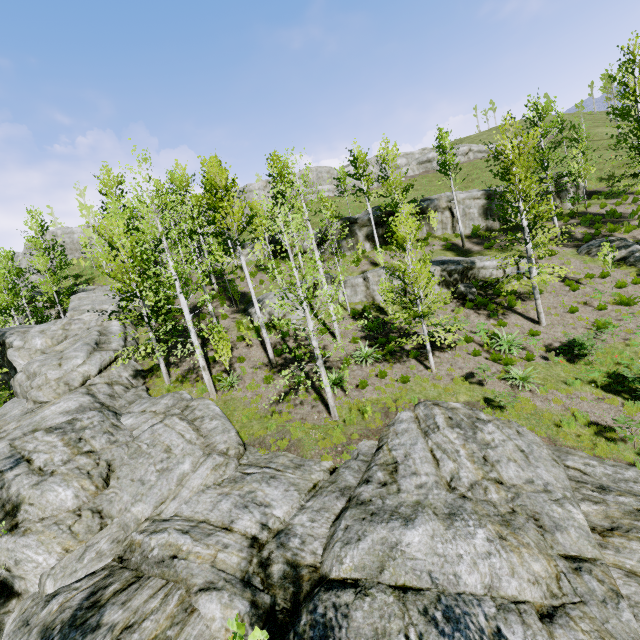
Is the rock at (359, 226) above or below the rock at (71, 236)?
below

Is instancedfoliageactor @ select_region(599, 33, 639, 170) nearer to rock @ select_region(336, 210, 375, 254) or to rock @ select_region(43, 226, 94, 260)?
→ rock @ select_region(43, 226, 94, 260)

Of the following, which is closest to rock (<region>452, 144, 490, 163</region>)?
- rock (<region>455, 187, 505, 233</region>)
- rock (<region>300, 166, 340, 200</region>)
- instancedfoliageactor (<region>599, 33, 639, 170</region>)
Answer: rock (<region>300, 166, 340, 200</region>)

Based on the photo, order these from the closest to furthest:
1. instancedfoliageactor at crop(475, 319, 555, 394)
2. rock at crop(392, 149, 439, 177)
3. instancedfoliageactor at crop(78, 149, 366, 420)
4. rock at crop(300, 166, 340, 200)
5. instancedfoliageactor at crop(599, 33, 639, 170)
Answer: instancedfoliageactor at crop(78, 149, 366, 420)
instancedfoliageactor at crop(475, 319, 555, 394)
instancedfoliageactor at crop(599, 33, 639, 170)
rock at crop(300, 166, 340, 200)
rock at crop(392, 149, 439, 177)

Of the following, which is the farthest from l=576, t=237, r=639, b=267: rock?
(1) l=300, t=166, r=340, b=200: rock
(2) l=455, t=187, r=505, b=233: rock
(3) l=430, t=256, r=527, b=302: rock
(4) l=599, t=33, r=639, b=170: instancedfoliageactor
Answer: (4) l=599, t=33, r=639, b=170: instancedfoliageactor

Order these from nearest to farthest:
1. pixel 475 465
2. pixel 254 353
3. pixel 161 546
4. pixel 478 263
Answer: pixel 161 546 < pixel 475 465 < pixel 254 353 < pixel 478 263

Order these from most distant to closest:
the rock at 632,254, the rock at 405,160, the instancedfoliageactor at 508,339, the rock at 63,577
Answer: the rock at 405,160 → the rock at 632,254 → the instancedfoliageactor at 508,339 → the rock at 63,577

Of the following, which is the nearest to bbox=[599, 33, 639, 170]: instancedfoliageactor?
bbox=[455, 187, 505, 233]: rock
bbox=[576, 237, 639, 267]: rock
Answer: bbox=[455, 187, 505, 233]: rock
